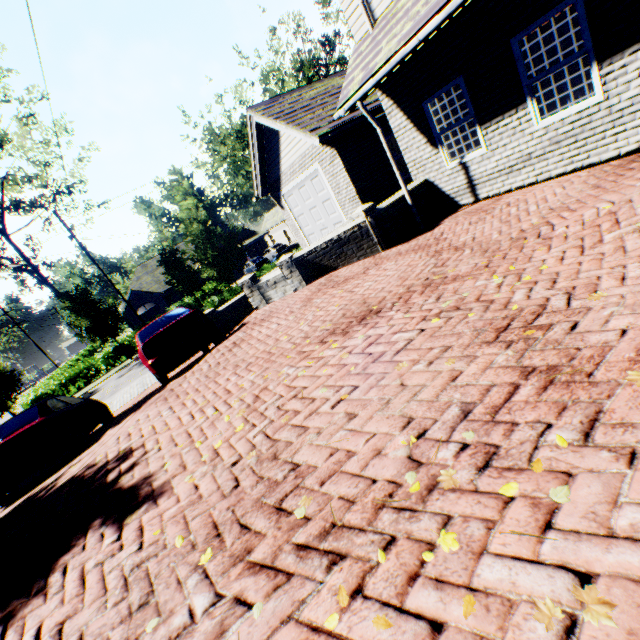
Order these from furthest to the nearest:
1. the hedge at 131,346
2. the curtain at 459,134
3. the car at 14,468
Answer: the hedge at 131,346
the curtain at 459,134
the car at 14,468

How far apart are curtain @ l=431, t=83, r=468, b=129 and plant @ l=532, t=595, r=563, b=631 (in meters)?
7.32

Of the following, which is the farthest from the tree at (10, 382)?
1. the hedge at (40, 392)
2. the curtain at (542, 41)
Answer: the curtain at (542, 41)

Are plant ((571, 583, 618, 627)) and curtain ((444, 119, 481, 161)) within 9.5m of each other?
yes

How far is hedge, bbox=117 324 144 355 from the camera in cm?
2834

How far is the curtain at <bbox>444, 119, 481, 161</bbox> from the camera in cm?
729

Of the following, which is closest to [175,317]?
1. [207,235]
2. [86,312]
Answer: [207,235]
